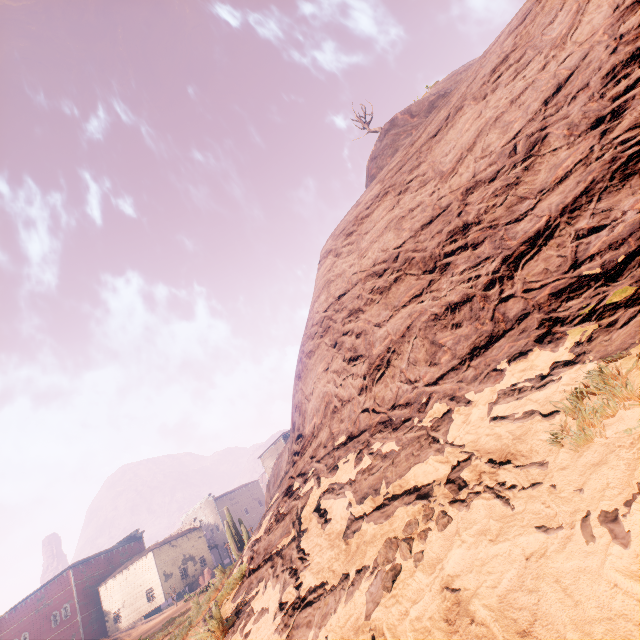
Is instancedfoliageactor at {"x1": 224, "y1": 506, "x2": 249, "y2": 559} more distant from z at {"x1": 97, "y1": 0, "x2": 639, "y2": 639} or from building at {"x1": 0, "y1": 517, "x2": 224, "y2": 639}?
building at {"x1": 0, "y1": 517, "x2": 224, "y2": 639}

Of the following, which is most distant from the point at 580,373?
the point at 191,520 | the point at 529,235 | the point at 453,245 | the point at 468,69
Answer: the point at 191,520

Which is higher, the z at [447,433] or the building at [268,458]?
the building at [268,458]

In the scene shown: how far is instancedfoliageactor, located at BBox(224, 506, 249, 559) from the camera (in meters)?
22.86

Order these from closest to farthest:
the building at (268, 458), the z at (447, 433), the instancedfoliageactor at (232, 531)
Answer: the z at (447, 433) → the instancedfoliageactor at (232, 531) → the building at (268, 458)
